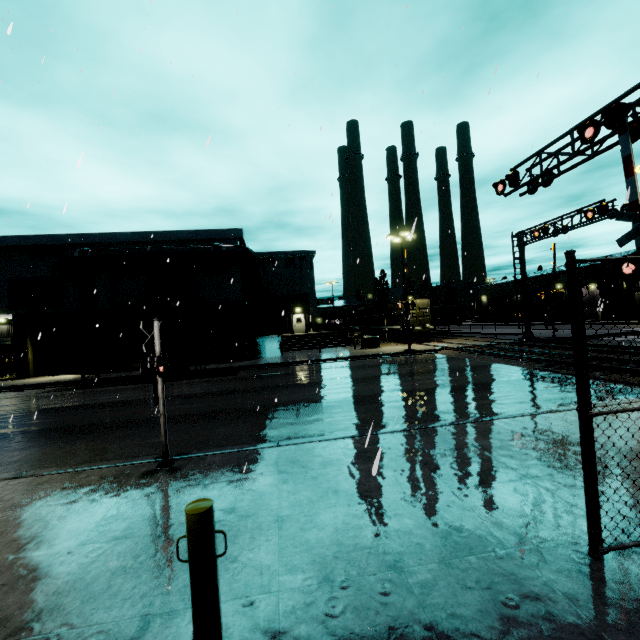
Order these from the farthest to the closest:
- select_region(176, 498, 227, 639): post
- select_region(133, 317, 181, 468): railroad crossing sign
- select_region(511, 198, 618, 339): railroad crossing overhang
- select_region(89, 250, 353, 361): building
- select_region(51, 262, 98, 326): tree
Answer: select_region(89, 250, 353, 361): building
select_region(51, 262, 98, 326): tree
select_region(511, 198, 618, 339): railroad crossing overhang
select_region(133, 317, 181, 468): railroad crossing sign
select_region(176, 498, 227, 639): post

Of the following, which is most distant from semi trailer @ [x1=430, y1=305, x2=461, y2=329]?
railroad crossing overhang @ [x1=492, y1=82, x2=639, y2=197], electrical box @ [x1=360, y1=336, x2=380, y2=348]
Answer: electrical box @ [x1=360, y1=336, x2=380, y2=348]

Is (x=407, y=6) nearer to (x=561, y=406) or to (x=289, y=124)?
(x=289, y=124)

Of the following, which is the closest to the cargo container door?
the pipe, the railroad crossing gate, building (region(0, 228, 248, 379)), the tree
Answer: building (region(0, 228, 248, 379))

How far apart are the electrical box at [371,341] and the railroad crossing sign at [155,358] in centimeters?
2173cm

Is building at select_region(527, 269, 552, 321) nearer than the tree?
No

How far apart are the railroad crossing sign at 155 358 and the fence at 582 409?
6.1m

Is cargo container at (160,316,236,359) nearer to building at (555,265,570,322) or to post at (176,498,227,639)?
building at (555,265,570,322)
